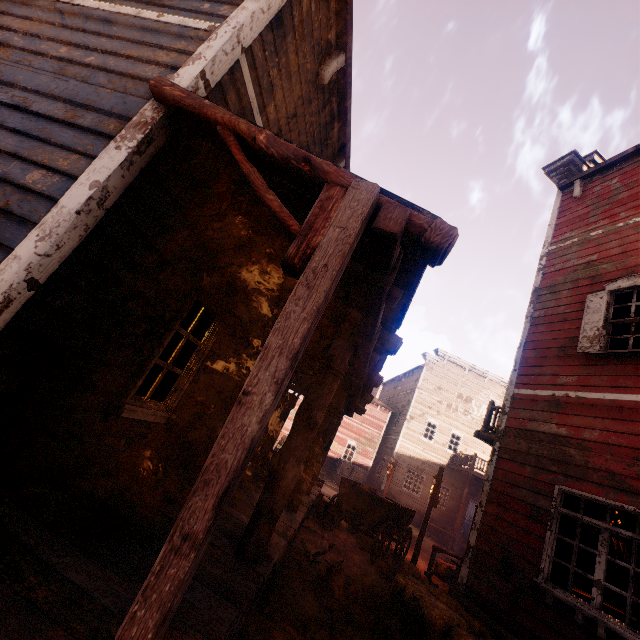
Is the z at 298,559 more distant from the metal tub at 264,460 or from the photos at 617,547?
the photos at 617,547

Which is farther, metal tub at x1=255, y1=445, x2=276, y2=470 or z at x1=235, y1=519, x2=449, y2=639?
metal tub at x1=255, y1=445, x2=276, y2=470

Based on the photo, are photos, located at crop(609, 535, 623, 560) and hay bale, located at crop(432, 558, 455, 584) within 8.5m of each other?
yes

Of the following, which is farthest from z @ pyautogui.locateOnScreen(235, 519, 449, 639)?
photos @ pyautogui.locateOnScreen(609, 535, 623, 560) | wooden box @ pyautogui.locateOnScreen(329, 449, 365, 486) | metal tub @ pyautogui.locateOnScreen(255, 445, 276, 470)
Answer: photos @ pyautogui.locateOnScreen(609, 535, 623, 560)

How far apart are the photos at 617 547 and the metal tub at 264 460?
8.1 meters

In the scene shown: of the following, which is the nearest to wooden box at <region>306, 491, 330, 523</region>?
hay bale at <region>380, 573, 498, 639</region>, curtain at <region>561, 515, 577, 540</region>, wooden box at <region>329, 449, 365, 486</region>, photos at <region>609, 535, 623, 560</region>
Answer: hay bale at <region>380, 573, 498, 639</region>

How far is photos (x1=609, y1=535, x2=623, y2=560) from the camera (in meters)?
7.50

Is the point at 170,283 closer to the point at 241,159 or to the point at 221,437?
the point at 241,159
